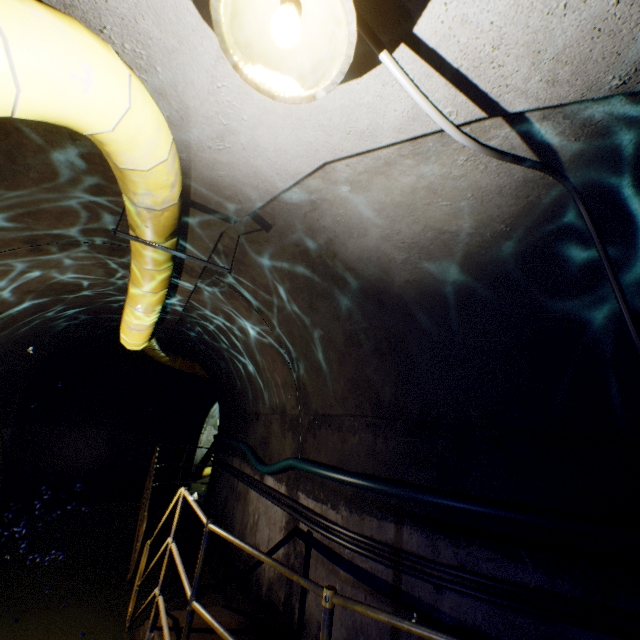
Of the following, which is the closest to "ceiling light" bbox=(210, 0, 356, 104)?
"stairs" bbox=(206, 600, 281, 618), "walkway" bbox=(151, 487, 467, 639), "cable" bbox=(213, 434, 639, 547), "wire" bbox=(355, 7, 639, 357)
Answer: "wire" bbox=(355, 7, 639, 357)

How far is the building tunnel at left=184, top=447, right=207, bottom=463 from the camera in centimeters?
1223cm

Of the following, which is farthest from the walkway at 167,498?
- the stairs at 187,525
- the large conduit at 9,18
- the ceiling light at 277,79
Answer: the ceiling light at 277,79

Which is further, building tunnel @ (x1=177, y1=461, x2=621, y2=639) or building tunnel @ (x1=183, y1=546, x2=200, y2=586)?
building tunnel @ (x1=183, y1=546, x2=200, y2=586)

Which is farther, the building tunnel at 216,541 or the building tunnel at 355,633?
the building tunnel at 216,541

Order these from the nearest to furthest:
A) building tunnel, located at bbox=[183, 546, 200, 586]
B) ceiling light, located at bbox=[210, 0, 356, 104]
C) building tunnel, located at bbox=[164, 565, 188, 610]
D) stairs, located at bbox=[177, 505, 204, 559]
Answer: ceiling light, located at bbox=[210, 0, 356, 104], building tunnel, located at bbox=[164, 565, 188, 610], building tunnel, located at bbox=[183, 546, 200, 586], stairs, located at bbox=[177, 505, 204, 559]

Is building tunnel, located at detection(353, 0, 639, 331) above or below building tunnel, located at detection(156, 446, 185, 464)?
above

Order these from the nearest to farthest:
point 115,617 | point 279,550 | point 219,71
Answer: point 219,71 → point 279,550 → point 115,617
